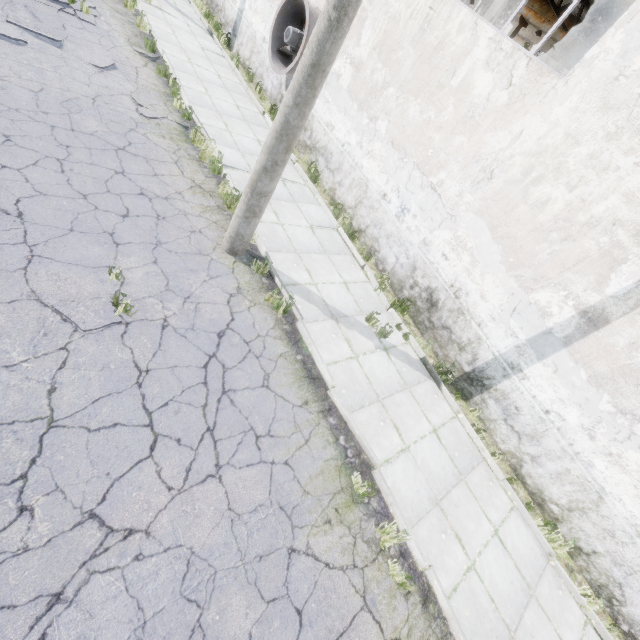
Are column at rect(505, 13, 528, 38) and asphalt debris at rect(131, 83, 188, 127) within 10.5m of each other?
no

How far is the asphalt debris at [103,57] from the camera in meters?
8.1 m

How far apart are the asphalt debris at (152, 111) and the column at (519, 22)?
20.97m

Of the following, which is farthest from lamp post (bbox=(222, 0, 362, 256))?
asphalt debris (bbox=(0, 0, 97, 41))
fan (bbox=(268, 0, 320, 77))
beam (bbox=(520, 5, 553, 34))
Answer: beam (bbox=(520, 5, 553, 34))

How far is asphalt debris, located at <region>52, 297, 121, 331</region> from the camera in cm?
432

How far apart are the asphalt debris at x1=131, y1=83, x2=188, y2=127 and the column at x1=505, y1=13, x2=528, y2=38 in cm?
2097

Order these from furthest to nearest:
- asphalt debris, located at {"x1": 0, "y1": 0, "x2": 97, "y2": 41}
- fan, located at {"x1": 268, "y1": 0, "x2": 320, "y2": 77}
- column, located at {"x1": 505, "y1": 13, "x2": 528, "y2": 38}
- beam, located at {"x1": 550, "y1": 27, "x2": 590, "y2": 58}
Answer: column, located at {"x1": 505, "y1": 13, "x2": 528, "y2": 38}, beam, located at {"x1": 550, "y1": 27, "x2": 590, "y2": 58}, fan, located at {"x1": 268, "y1": 0, "x2": 320, "y2": 77}, asphalt debris, located at {"x1": 0, "y1": 0, "x2": 97, "y2": 41}

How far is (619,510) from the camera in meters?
5.9 m
